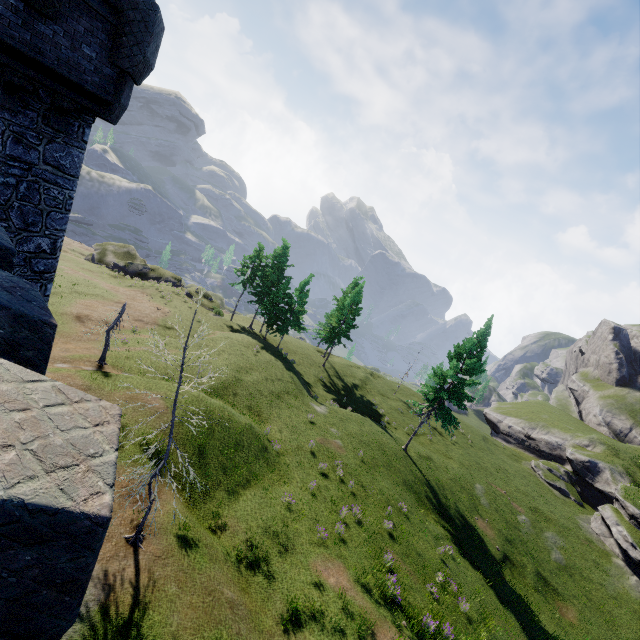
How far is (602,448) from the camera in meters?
44.1 m
